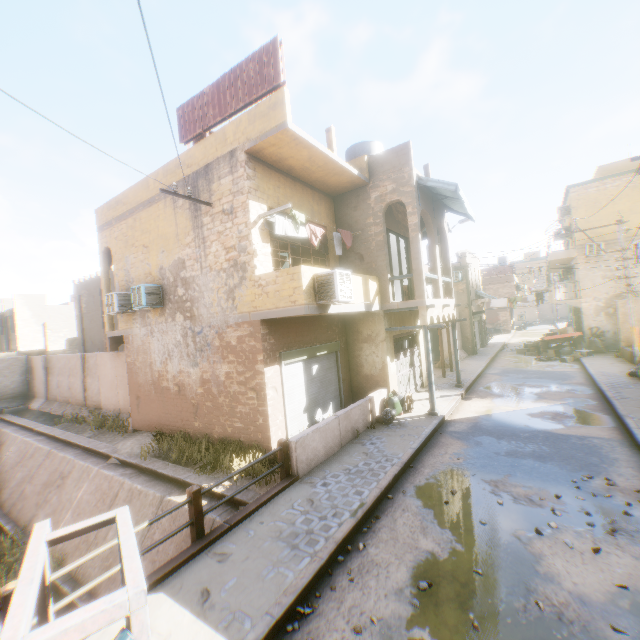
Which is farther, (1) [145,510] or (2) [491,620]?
(1) [145,510]

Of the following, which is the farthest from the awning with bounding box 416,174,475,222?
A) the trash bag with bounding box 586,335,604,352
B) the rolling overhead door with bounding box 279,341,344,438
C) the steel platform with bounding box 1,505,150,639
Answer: the steel platform with bounding box 1,505,150,639

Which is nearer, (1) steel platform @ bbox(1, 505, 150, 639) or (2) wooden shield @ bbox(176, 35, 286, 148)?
(1) steel platform @ bbox(1, 505, 150, 639)

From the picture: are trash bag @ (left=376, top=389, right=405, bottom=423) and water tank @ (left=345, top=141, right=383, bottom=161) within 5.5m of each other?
no

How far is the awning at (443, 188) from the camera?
10.97m

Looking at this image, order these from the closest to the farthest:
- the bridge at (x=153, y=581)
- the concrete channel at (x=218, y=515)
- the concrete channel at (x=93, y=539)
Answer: the bridge at (x=153, y=581), the concrete channel at (x=218, y=515), the concrete channel at (x=93, y=539)

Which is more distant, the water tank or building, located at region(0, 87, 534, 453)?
the water tank

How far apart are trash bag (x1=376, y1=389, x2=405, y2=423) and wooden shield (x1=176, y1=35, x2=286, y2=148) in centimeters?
918cm
